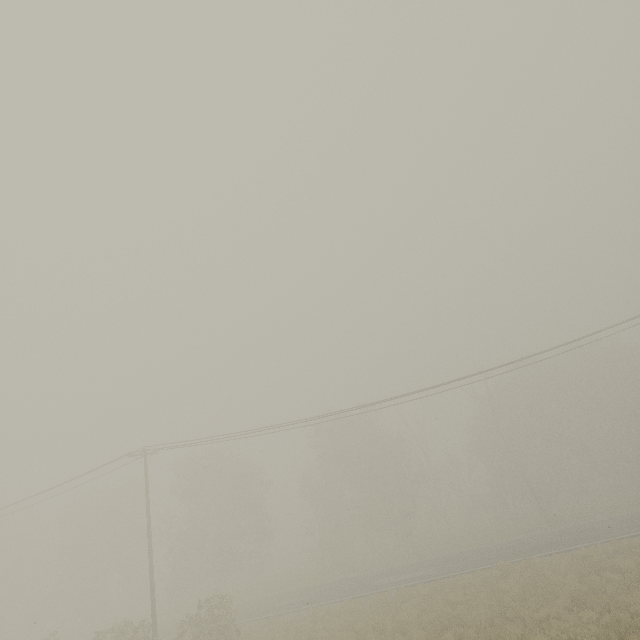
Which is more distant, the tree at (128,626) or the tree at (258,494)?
the tree at (258,494)

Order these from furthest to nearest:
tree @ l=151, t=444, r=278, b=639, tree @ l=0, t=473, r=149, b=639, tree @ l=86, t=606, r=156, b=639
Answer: tree @ l=0, t=473, r=149, b=639 → tree @ l=151, t=444, r=278, b=639 → tree @ l=86, t=606, r=156, b=639

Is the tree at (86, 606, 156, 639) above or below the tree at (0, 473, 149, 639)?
below

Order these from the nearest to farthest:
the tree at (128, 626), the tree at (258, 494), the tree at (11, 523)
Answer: the tree at (128, 626)
the tree at (258, 494)
the tree at (11, 523)

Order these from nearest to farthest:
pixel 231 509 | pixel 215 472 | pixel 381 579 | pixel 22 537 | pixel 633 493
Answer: pixel 381 579
pixel 633 493
pixel 231 509
pixel 215 472
pixel 22 537

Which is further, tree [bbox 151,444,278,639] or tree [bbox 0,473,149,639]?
tree [bbox 0,473,149,639]
